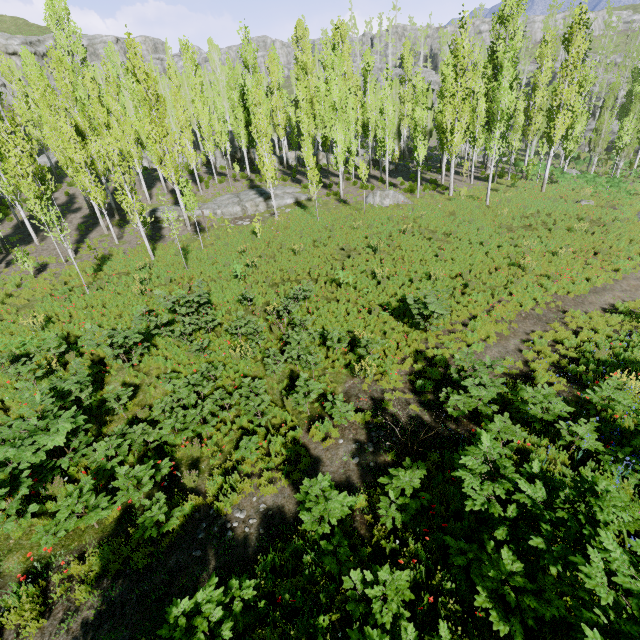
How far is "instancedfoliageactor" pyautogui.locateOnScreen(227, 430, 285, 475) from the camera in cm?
819

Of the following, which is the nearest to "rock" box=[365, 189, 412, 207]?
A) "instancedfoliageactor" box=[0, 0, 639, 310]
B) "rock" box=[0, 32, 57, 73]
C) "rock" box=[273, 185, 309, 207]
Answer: "instancedfoliageactor" box=[0, 0, 639, 310]

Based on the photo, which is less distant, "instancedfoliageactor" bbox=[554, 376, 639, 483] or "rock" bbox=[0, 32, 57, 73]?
"instancedfoliageactor" bbox=[554, 376, 639, 483]

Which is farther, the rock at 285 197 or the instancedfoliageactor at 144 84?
the rock at 285 197

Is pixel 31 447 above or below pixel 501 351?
above

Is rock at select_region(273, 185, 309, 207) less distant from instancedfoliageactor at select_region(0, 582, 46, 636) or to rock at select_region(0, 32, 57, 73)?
instancedfoliageactor at select_region(0, 582, 46, 636)

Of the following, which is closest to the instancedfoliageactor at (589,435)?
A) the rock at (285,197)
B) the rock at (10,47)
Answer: the rock at (10,47)

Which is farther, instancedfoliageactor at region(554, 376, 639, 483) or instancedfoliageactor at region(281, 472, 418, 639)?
instancedfoliageactor at region(554, 376, 639, 483)
